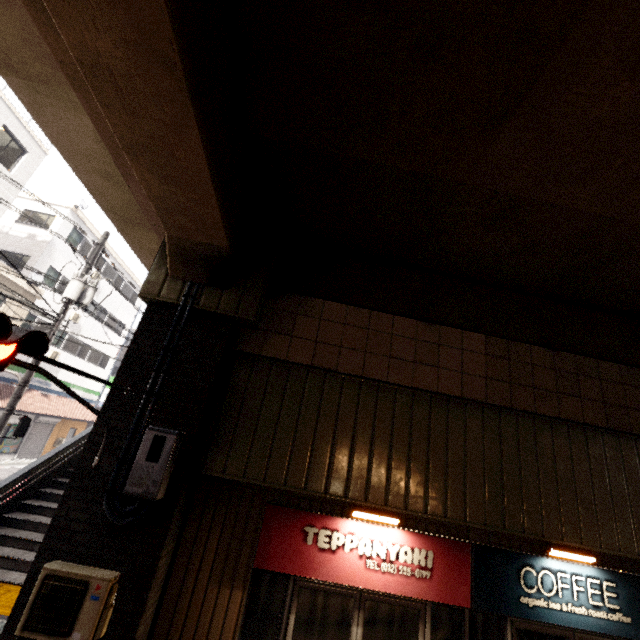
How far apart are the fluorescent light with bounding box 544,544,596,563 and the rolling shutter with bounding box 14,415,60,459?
26.9m

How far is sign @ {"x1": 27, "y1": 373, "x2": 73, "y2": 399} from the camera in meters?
20.0 m

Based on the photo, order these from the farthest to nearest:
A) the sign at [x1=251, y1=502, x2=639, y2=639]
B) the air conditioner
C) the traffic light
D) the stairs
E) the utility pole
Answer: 1. the utility pole
2. the stairs
3. the sign at [x1=251, y1=502, x2=639, y2=639]
4. the air conditioner
5. the traffic light

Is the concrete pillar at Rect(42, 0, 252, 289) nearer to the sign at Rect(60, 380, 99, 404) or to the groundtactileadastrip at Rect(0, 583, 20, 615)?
the groundtactileadastrip at Rect(0, 583, 20, 615)

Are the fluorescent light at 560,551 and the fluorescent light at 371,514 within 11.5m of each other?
yes

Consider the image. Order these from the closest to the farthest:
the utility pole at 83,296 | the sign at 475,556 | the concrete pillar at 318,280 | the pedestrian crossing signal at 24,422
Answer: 1. the sign at 475,556
2. the concrete pillar at 318,280
3. the pedestrian crossing signal at 24,422
4. the utility pole at 83,296

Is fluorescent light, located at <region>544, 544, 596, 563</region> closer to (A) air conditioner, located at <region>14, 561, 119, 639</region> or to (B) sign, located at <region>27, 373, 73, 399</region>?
(A) air conditioner, located at <region>14, 561, 119, 639</region>

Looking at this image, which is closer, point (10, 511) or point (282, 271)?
point (282, 271)
